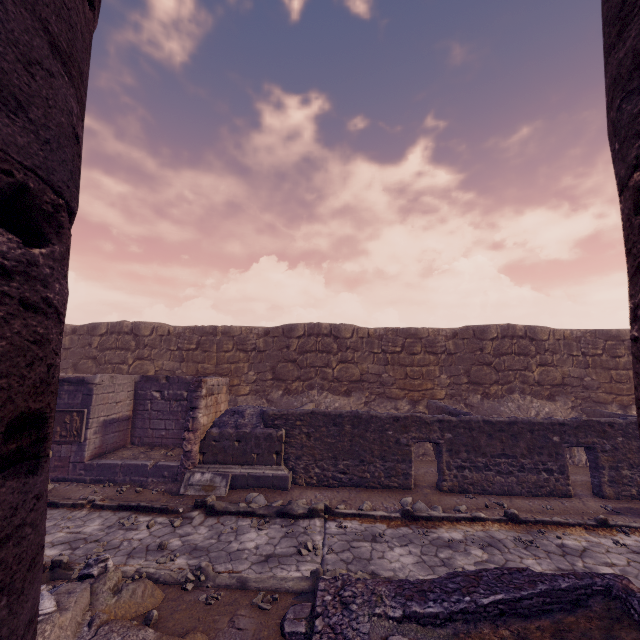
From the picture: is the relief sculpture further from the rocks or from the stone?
the stone

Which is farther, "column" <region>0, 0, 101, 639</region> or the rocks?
the rocks

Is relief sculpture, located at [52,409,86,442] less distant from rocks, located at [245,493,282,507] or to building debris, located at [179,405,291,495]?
building debris, located at [179,405,291,495]

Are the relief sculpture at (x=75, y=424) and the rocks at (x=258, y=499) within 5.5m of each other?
yes

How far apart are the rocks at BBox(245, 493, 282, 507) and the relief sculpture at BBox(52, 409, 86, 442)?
4.9m

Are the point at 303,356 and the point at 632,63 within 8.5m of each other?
no

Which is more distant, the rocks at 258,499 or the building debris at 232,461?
the building debris at 232,461

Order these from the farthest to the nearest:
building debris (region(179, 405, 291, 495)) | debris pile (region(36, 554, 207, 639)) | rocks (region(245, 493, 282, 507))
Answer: building debris (region(179, 405, 291, 495)) → rocks (region(245, 493, 282, 507)) → debris pile (region(36, 554, 207, 639))
